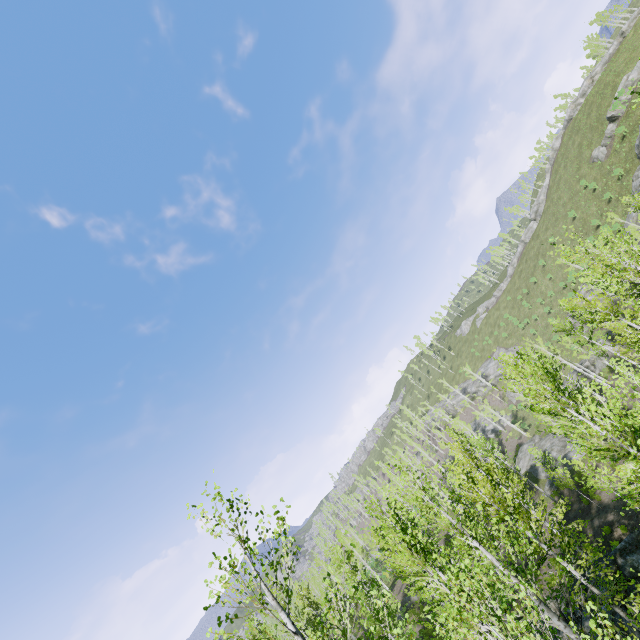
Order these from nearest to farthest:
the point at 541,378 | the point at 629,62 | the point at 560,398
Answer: the point at 541,378, the point at 560,398, the point at 629,62

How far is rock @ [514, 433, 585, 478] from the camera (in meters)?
34.19

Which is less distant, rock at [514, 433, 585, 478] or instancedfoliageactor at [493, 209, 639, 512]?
instancedfoliageactor at [493, 209, 639, 512]

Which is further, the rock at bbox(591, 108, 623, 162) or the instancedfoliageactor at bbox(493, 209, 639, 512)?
the rock at bbox(591, 108, 623, 162)

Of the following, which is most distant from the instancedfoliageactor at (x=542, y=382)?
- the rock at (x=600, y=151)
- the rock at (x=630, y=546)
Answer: the rock at (x=600, y=151)

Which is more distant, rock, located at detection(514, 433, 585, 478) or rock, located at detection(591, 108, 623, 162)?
rock, located at detection(591, 108, 623, 162)

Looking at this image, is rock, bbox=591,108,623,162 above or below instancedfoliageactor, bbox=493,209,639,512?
above

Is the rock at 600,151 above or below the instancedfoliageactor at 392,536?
above
